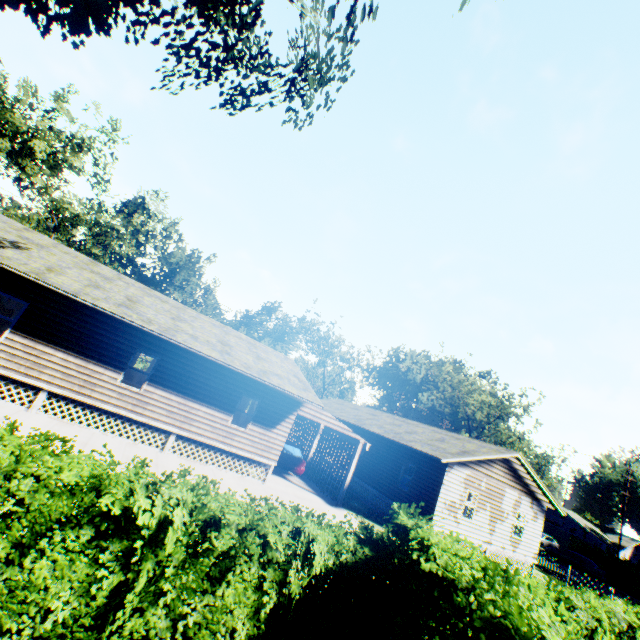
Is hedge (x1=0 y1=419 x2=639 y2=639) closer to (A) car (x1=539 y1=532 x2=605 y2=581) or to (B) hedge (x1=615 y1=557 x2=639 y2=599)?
(A) car (x1=539 y1=532 x2=605 y2=581)

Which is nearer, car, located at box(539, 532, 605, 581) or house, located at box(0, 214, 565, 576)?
house, located at box(0, 214, 565, 576)

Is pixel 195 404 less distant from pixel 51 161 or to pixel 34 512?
pixel 34 512

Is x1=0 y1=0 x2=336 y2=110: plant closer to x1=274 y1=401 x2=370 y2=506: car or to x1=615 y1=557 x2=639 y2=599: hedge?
x1=274 y1=401 x2=370 y2=506: car

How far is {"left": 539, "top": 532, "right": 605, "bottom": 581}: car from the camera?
30.7m

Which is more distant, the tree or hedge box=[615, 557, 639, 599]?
hedge box=[615, 557, 639, 599]

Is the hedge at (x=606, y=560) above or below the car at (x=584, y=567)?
above

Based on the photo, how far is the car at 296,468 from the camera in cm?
1717
